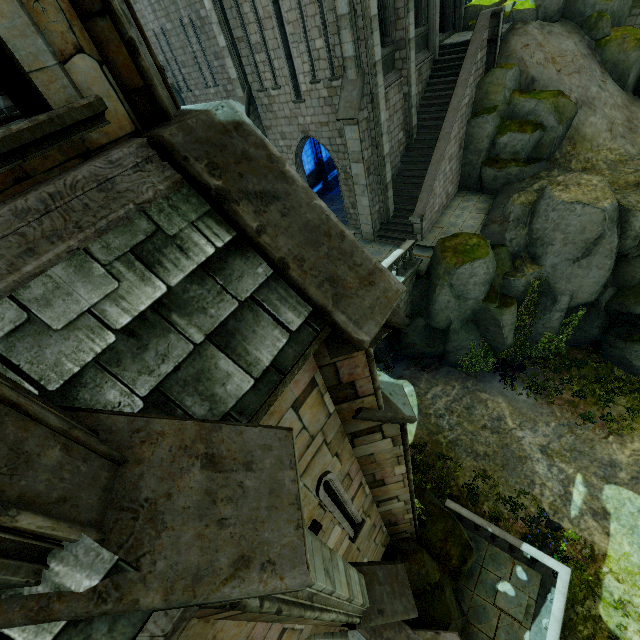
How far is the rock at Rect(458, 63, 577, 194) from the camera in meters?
15.3

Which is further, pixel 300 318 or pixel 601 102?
pixel 601 102

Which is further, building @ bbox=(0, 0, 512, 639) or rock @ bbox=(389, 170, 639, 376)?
rock @ bbox=(389, 170, 639, 376)

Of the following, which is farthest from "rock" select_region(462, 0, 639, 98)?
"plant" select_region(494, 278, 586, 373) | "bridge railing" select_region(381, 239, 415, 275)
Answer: "bridge railing" select_region(381, 239, 415, 275)

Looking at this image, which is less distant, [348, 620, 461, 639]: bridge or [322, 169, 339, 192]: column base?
[348, 620, 461, 639]: bridge

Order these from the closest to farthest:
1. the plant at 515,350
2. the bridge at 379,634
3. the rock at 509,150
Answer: the bridge at 379,634 < the plant at 515,350 < the rock at 509,150

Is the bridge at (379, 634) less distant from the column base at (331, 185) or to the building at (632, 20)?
the building at (632, 20)

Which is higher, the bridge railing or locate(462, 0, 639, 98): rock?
locate(462, 0, 639, 98): rock
